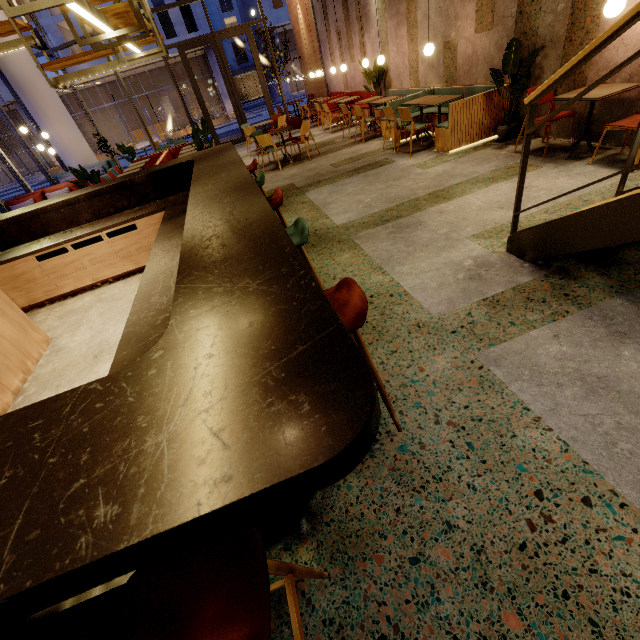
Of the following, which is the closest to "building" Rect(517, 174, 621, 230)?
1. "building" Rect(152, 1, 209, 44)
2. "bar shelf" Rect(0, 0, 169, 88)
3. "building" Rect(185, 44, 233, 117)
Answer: "bar shelf" Rect(0, 0, 169, 88)

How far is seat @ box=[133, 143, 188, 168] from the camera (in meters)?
9.54

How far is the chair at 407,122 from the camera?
6.2 meters

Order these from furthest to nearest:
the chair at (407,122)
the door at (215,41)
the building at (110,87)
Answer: the building at (110,87)
the door at (215,41)
the chair at (407,122)

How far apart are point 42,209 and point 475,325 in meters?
6.0 m

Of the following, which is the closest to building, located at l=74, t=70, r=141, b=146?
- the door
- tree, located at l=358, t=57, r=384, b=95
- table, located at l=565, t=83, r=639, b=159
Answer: the door

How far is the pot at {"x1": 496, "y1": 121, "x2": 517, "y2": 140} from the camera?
5.64m

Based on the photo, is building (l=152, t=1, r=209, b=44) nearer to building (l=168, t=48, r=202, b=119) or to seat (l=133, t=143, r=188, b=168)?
building (l=168, t=48, r=202, b=119)
